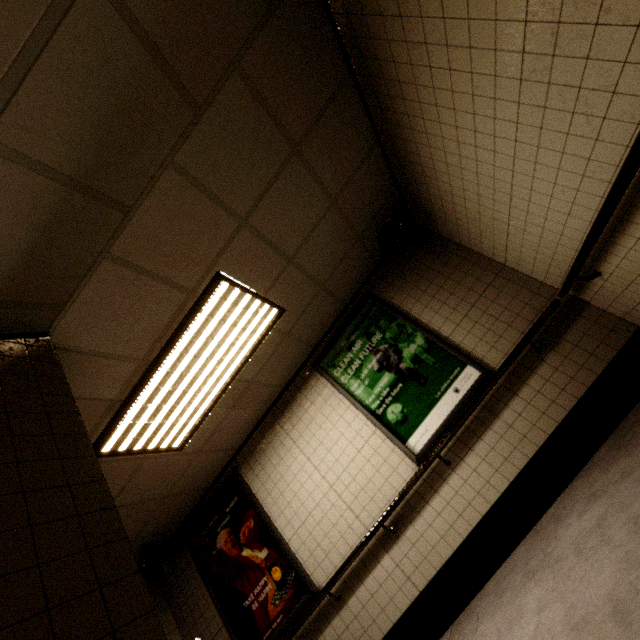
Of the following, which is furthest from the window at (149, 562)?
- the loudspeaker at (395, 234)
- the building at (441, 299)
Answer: the loudspeaker at (395, 234)

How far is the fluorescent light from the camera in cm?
277

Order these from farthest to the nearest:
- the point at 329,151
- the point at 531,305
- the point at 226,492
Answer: the point at 226,492
the point at 531,305
the point at 329,151

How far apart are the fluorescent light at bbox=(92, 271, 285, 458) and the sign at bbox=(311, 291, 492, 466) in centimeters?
106cm

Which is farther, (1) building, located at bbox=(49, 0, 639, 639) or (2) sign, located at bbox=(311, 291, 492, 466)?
(2) sign, located at bbox=(311, 291, 492, 466)

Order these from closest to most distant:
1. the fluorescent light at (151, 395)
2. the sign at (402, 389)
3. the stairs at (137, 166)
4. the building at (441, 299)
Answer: the stairs at (137, 166), the building at (441, 299), the fluorescent light at (151, 395), the sign at (402, 389)

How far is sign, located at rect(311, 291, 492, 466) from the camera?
3.50m

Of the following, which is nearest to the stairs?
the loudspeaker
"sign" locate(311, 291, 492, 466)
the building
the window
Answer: the building
